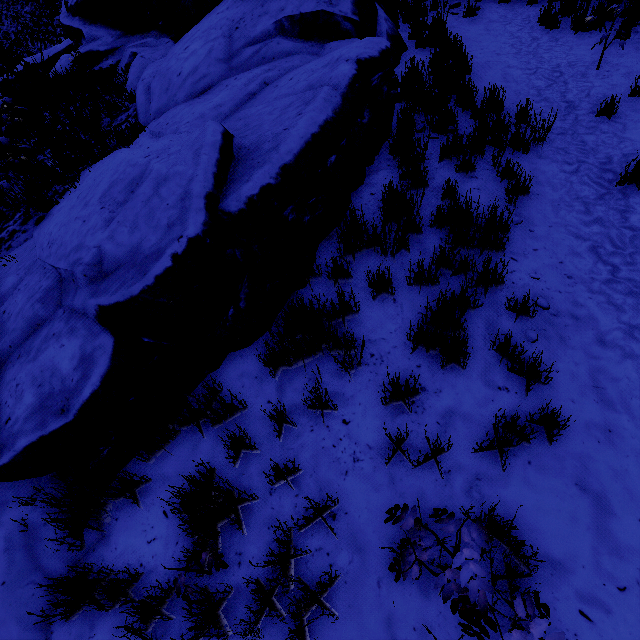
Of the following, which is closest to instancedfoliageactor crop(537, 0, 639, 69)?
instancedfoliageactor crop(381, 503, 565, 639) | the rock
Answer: the rock

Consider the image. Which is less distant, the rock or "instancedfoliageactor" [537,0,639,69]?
the rock

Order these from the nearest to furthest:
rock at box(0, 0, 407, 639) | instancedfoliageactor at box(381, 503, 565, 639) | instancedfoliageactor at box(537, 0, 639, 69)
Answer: instancedfoliageactor at box(381, 503, 565, 639), rock at box(0, 0, 407, 639), instancedfoliageactor at box(537, 0, 639, 69)

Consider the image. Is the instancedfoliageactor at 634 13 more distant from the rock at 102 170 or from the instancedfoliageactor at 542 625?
the instancedfoliageactor at 542 625

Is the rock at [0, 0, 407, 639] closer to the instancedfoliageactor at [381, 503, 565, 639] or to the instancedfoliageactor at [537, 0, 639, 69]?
the instancedfoliageactor at [381, 503, 565, 639]

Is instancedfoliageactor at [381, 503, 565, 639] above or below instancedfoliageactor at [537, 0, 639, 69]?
Answer: below

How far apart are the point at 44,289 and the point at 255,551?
3.2 meters
